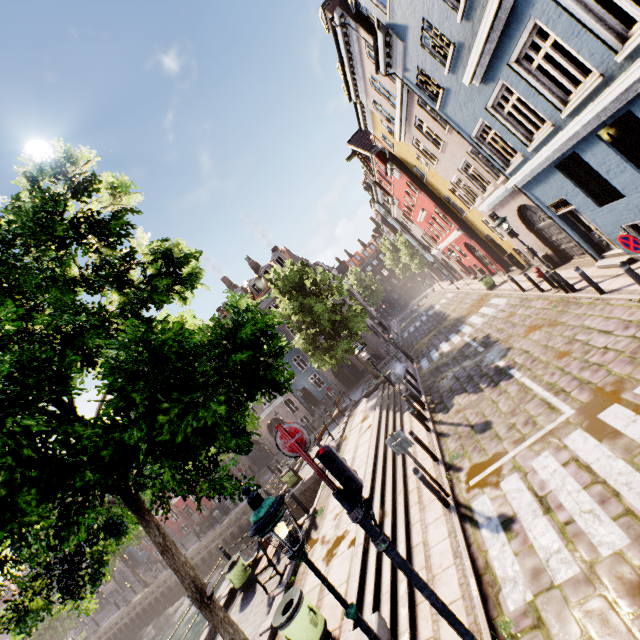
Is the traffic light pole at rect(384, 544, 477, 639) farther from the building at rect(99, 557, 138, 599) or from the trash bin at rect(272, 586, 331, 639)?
the building at rect(99, 557, 138, 599)

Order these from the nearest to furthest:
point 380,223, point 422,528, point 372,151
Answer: point 422,528
point 372,151
point 380,223

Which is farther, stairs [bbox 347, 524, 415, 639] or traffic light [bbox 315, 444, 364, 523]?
stairs [bbox 347, 524, 415, 639]

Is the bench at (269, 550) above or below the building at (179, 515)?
below

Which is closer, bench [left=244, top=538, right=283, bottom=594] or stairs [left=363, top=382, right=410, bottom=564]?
stairs [left=363, top=382, right=410, bottom=564]

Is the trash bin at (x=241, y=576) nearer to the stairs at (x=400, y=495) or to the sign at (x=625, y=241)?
the stairs at (x=400, y=495)

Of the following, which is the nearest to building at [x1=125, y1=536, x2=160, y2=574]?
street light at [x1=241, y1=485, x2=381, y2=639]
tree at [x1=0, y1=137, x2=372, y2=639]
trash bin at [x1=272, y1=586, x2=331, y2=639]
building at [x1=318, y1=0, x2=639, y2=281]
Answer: tree at [x1=0, y1=137, x2=372, y2=639]

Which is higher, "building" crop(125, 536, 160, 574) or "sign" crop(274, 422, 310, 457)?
"sign" crop(274, 422, 310, 457)
